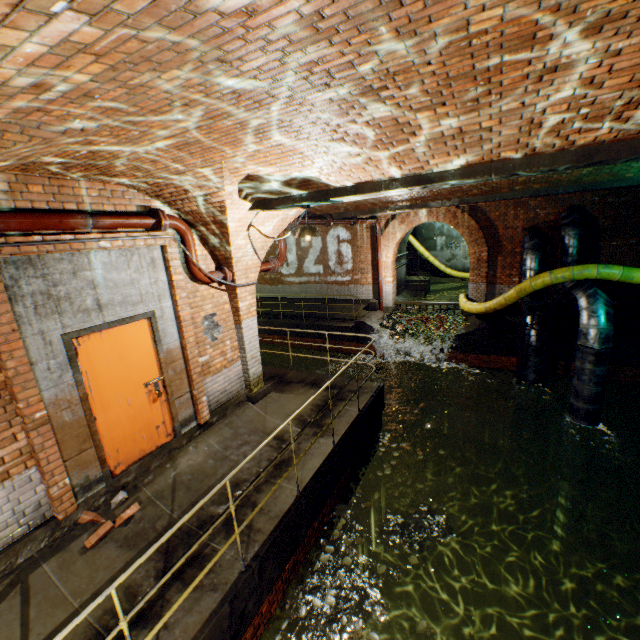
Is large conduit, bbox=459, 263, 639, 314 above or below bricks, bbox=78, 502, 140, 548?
above

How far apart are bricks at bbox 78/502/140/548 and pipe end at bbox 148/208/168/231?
3.9 meters

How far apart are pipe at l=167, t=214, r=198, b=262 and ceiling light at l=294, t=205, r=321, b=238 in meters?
1.7

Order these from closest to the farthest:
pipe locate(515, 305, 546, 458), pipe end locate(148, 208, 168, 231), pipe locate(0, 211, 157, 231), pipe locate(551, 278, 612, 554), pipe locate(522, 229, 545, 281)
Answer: pipe locate(0, 211, 157, 231)
pipe end locate(148, 208, 168, 231)
pipe locate(551, 278, 612, 554)
pipe locate(515, 305, 546, 458)
pipe locate(522, 229, 545, 281)

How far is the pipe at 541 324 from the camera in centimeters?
966cm

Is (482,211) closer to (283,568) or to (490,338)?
(490,338)

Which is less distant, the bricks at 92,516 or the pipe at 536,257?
the bricks at 92,516

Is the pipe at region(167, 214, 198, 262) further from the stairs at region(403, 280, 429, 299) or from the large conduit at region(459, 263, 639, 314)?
the stairs at region(403, 280, 429, 299)
